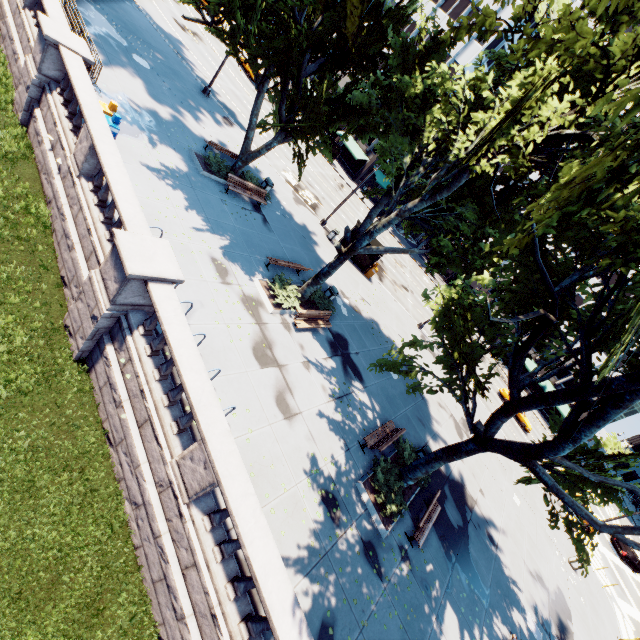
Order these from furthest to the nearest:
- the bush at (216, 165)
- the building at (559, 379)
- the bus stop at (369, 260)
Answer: the building at (559, 379) < the bus stop at (369, 260) < the bush at (216, 165)

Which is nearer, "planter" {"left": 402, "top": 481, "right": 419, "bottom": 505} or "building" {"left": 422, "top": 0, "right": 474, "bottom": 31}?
"planter" {"left": 402, "top": 481, "right": 419, "bottom": 505}

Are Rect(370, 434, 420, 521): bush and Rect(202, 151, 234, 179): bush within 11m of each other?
no

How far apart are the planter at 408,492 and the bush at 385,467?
0.0m

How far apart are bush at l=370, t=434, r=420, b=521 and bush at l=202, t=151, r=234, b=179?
16.3 meters

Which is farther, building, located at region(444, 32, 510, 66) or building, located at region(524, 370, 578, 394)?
building, located at region(524, 370, 578, 394)

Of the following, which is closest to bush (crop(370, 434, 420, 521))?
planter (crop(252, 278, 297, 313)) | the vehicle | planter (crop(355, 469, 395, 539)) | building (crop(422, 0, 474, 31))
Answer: planter (crop(355, 469, 395, 539))

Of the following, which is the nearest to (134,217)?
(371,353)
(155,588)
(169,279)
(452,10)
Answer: (169,279)
